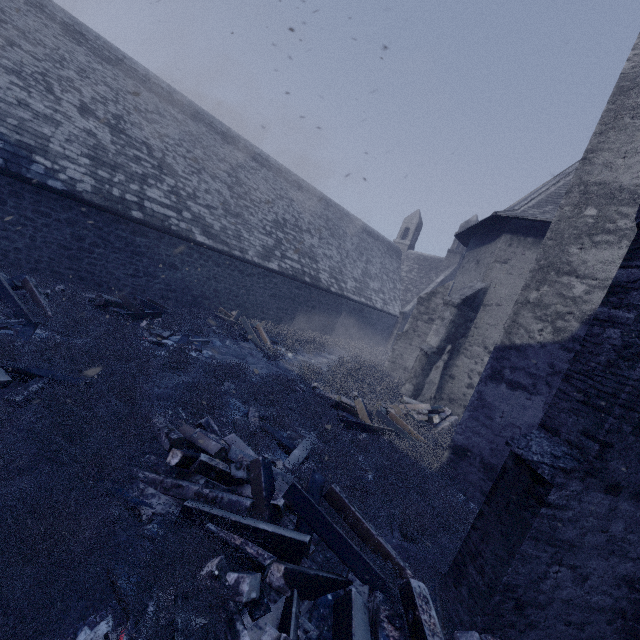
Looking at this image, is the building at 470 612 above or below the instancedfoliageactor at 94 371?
above

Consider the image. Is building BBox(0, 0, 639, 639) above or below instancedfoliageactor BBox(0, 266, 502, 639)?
above

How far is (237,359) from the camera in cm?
959
